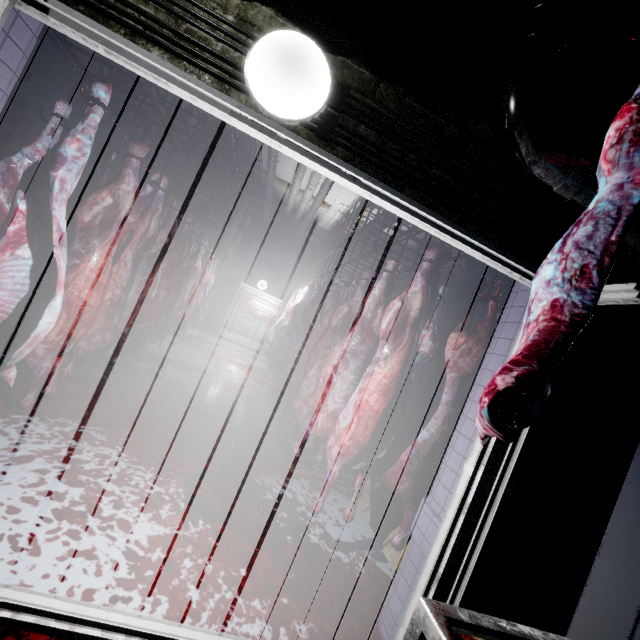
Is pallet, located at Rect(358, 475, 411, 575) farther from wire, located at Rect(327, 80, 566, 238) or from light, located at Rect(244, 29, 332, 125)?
light, located at Rect(244, 29, 332, 125)

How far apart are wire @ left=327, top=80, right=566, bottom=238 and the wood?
2.63m

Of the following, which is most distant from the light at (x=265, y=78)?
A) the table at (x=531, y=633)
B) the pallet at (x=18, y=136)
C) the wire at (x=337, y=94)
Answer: the pallet at (x=18, y=136)

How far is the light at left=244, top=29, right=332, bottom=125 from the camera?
1.1 meters

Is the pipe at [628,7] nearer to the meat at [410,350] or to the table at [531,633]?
the meat at [410,350]

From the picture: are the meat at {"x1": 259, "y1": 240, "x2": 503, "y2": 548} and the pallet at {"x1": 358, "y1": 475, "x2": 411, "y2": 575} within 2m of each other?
yes

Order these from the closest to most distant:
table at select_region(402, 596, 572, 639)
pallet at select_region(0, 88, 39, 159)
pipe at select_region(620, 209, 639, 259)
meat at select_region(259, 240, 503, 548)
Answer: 1. table at select_region(402, 596, 572, 639)
2. pipe at select_region(620, 209, 639, 259)
3. meat at select_region(259, 240, 503, 548)
4. pallet at select_region(0, 88, 39, 159)

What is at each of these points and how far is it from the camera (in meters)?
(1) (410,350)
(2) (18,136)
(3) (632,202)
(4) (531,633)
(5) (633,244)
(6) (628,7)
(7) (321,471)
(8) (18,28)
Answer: (1) meat, 2.12
(2) pallet, 3.98
(3) meat, 0.96
(4) table, 0.92
(5) pipe, 1.40
(6) pipe, 1.40
(7) wood, 3.28
(8) door, 1.27
